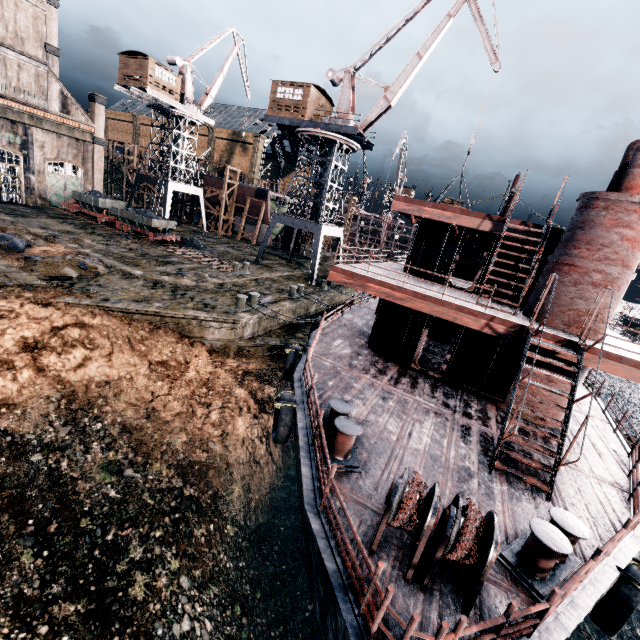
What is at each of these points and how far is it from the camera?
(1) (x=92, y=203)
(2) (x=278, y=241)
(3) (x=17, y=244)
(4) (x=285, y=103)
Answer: (1) rail car, 34.16m
(2) ship construction, 57.12m
(3) stone debris, 20.11m
(4) building, 30.28m

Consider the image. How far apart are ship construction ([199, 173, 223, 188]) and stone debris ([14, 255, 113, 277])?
33.0m

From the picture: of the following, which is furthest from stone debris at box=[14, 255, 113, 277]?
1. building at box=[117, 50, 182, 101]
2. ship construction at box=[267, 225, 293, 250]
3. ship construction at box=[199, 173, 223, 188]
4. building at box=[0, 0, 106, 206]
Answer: ship construction at box=[267, 225, 293, 250]

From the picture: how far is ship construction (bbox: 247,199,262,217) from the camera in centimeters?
4777cm

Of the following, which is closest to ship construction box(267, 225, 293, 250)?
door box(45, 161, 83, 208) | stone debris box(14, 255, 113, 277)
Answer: door box(45, 161, 83, 208)

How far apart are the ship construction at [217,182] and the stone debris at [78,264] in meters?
33.0

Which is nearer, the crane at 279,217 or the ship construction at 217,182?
the crane at 279,217

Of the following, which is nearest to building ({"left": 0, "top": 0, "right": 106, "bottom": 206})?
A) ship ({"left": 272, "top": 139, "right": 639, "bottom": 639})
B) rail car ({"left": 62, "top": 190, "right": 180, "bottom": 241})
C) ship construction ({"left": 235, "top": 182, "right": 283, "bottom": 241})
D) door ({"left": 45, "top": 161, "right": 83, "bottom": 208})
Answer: door ({"left": 45, "top": 161, "right": 83, "bottom": 208})
